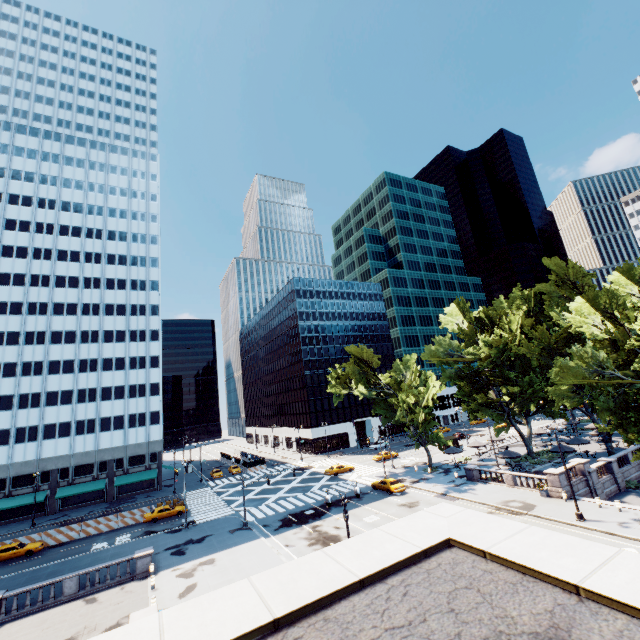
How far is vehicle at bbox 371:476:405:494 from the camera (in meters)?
39.19

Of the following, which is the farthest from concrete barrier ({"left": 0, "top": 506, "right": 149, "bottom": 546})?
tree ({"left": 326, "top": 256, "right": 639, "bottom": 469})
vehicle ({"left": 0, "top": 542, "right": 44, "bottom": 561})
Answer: tree ({"left": 326, "top": 256, "right": 639, "bottom": 469})

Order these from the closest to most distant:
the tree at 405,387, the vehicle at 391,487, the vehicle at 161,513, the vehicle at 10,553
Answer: the tree at 405,387 → the vehicle at 10,553 → the vehicle at 391,487 → the vehicle at 161,513

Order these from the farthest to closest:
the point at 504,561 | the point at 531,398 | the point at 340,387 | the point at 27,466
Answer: the point at 27,466
the point at 340,387
the point at 531,398
the point at 504,561

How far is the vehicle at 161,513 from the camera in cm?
4109

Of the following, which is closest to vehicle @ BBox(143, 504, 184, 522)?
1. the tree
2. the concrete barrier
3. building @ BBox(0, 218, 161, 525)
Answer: the concrete barrier

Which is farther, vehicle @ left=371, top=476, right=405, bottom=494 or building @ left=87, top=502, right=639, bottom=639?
vehicle @ left=371, top=476, right=405, bottom=494

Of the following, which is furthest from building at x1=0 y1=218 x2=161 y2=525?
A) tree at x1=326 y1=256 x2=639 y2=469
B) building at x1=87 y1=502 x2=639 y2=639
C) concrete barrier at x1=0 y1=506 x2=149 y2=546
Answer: tree at x1=326 y1=256 x2=639 y2=469
